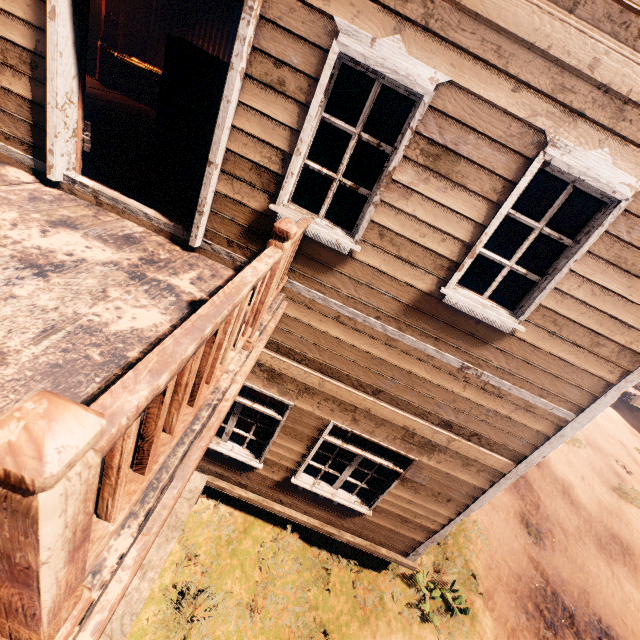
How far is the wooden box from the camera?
4.9m

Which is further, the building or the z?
the z

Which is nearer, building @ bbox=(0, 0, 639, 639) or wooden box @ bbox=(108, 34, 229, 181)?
building @ bbox=(0, 0, 639, 639)

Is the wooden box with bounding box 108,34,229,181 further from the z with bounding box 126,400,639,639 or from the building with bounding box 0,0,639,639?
the z with bounding box 126,400,639,639

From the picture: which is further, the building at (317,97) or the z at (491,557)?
the z at (491,557)

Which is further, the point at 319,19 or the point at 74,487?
the point at 319,19

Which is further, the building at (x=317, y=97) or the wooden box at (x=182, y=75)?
the wooden box at (x=182, y=75)
